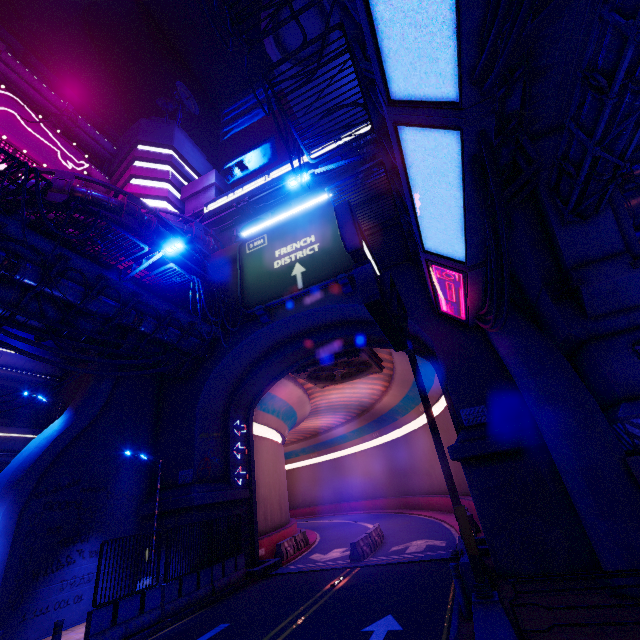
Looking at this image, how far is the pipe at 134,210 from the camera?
15.5m

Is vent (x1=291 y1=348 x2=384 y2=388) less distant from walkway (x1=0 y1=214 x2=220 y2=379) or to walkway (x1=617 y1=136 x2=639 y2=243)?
walkway (x1=0 y1=214 x2=220 y2=379)

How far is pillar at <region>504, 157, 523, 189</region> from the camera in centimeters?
1131cm

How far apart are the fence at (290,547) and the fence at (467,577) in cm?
1271

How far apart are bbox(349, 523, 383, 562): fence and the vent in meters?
10.0 m

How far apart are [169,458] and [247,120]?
46.2m

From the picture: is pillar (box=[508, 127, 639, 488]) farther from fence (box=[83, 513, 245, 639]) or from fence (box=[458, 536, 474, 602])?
fence (box=[83, 513, 245, 639])

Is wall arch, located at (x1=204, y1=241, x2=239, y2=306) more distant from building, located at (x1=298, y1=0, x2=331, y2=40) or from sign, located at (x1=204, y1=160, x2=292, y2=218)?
sign, located at (x1=204, y1=160, x2=292, y2=218)
